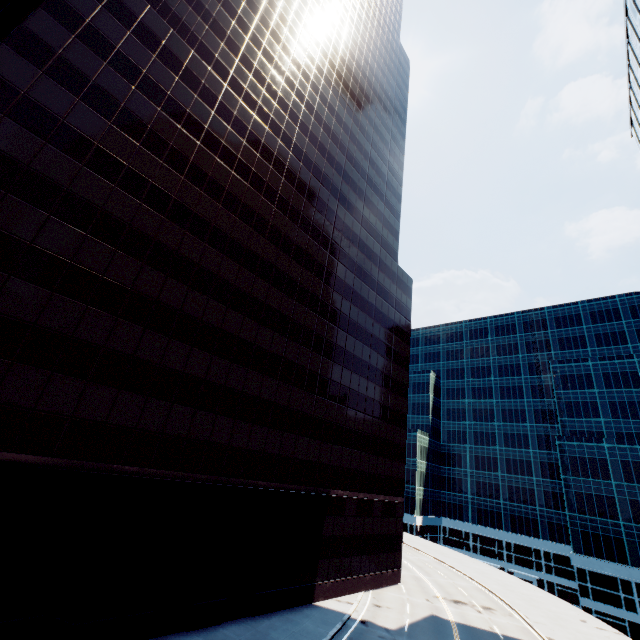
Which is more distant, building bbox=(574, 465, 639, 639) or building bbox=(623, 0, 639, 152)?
building bbox=(574, 465, 639, 639)

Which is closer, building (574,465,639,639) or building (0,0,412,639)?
building (0,0,412,639)

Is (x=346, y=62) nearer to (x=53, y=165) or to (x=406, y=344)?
(x=406, y=344)

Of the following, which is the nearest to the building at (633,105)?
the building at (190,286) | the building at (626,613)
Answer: the building at (190,286)

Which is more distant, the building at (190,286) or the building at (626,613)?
the building at (626,613)

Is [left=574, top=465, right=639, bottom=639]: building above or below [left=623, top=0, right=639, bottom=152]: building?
below

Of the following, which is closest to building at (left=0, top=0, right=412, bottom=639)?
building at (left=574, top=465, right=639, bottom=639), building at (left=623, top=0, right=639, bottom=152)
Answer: building at (left=623, top=0, right=639, bottom=152)

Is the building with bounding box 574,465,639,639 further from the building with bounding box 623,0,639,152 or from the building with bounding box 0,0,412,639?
the building with bounding box 0,0,412,639
